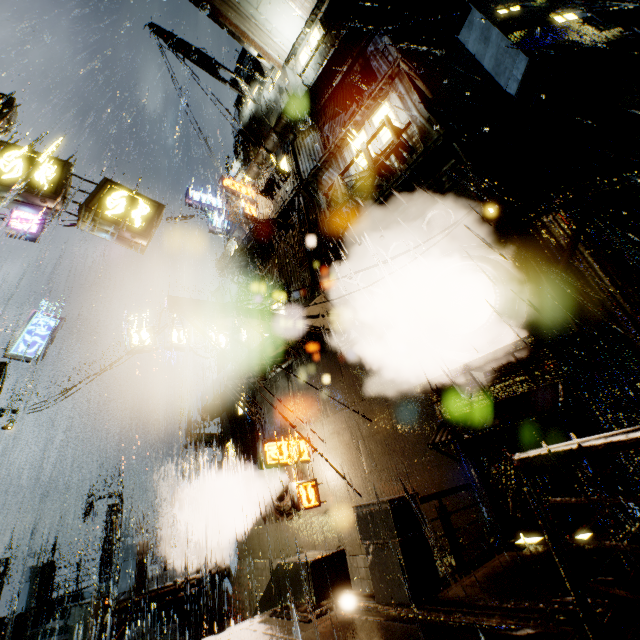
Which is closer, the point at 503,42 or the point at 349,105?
the point at 503,42

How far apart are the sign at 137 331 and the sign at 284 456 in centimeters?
912cm

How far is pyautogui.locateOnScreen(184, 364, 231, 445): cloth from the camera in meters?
13.2 m

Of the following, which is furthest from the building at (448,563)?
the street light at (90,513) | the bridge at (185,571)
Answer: the street light at (90,513)

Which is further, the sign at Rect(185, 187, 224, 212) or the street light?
the street light

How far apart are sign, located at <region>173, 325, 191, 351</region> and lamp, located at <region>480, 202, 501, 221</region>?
15.01m

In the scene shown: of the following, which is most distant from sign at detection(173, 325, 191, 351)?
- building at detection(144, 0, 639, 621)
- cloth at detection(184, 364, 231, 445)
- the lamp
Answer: the lamp

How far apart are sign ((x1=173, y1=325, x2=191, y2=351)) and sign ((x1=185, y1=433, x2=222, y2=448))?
4.5m
